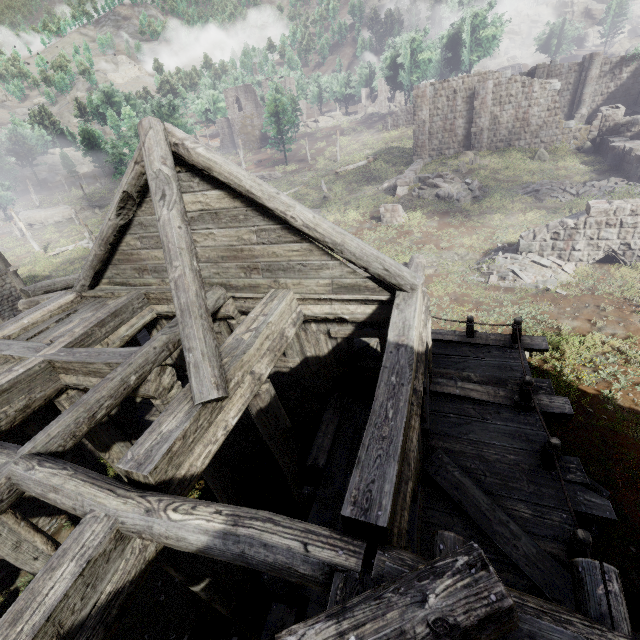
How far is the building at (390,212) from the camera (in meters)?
A: 19.83

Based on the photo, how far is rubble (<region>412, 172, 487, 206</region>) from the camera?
21.2m

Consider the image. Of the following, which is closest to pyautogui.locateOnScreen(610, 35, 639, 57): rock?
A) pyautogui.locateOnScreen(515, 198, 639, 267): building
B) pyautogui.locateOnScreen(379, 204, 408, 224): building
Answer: pyautogui.locateOnScreen(515, 198, 639, 267): building

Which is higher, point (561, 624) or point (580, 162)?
point (561, 624)

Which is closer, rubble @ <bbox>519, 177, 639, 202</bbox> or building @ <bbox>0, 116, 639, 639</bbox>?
building @ <bbox>0, 116, 639, 639</bbox>

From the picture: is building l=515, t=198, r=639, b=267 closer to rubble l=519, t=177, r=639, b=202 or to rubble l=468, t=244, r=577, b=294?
Answer: rubble l=468, t=244, r=577, b=294

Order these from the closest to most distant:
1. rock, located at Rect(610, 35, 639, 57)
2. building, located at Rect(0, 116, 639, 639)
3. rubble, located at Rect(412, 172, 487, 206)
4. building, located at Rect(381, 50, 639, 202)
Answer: building, located at Rect(0, 116, 639, 639)
rubble, located at Rect(412, 172, 487, 206)
building, located at Rect(381, 50, 639, 202)
rock, located at Rect(610, 35, 639, 57)

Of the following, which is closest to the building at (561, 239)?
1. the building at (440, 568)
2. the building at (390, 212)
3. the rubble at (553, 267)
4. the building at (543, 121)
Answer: the rubble at (553, 267)
